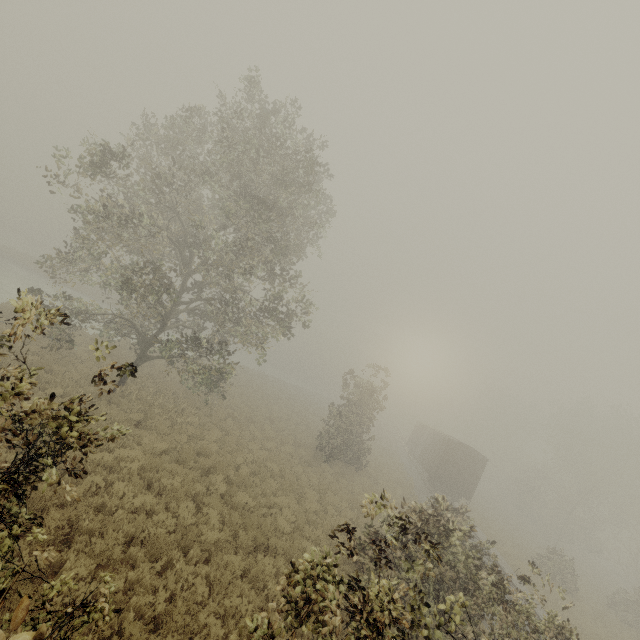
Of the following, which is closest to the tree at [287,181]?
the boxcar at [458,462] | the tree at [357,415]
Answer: the tree at [357,415]

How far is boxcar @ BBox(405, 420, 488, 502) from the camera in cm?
2627

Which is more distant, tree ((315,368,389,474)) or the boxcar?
the boxcar

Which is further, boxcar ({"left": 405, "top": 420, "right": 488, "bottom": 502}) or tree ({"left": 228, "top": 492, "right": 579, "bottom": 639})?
boxcar ({"left": 405, "top": 420, "right": 488, "bottom": 502})

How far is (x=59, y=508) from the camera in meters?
7.4 m

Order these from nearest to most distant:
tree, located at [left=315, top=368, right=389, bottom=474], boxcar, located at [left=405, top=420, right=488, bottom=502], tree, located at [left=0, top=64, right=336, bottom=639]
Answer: tree, located at [left=0, top=64, right=336, bottom=639] → tree, located at [left=315, top=368, right=389, bottom=474] → boxcar, located at [left=405, top=420, right=488, bottom=502]

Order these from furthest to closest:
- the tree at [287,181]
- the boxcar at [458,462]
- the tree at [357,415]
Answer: the boxcar at [458,462] → the tree at [357,415] → the tree at [287,181]

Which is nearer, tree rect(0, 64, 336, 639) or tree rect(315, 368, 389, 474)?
tree rect(0, 64, 336, 639)
